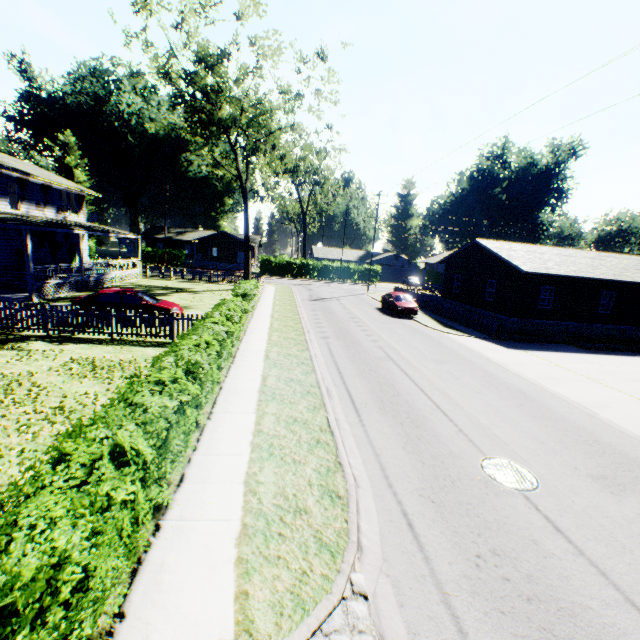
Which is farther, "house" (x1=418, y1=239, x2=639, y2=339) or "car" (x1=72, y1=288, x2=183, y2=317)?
"house" (x1=418, y1=239, x2=639, y2=339)

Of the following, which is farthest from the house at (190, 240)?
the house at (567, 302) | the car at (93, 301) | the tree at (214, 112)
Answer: the car at (93, 301)

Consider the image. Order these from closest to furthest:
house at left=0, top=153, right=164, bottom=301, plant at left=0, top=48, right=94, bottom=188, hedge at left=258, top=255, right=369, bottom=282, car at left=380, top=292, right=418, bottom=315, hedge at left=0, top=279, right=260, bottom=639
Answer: hedge at left=0, top=279, right=260, bottom=639 < house at left=0, top=153, right=164, bottom=301 < car at left=380, top=292, right=418, bottom=315 < plant at left=0, top=48, right=94, bottom=188 < hedge at left=258, top=255, right=369, bottom=282

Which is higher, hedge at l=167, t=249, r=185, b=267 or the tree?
the tree

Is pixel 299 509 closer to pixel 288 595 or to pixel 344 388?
pixel 288 595

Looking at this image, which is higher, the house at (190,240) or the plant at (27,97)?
the plant at (27,97)

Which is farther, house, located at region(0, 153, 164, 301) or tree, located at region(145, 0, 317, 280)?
tree, located at region(145, 0, 317, 280)

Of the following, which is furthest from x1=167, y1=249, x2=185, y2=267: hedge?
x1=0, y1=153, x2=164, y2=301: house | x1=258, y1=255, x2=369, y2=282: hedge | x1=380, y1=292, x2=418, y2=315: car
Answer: x1=380, y1=292, x2=418, y2=315: car
